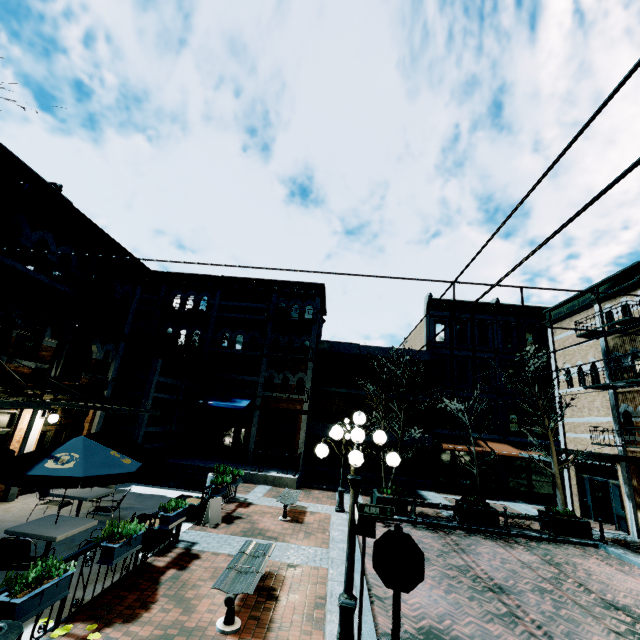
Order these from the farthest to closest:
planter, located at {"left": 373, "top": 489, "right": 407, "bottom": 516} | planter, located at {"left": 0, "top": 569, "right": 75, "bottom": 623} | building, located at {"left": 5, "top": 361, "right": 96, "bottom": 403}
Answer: planter, located at {"left": 373, "top": 489, "right": 407, "bottom": 516} < building, located at {"left": 5, "top": 361, "right": 96, "bottom": 403} < planter, located at {"left": 0, "top": 569, "right": 75, "bottom": 623}

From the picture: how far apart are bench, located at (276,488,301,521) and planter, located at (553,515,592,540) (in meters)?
10.45

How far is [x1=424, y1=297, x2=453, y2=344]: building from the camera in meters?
24.6 m

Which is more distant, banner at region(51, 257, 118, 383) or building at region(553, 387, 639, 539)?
building at region(553, 387, 639, 539)

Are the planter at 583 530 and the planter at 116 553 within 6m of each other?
no

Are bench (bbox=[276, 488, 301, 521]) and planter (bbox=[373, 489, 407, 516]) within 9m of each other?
yes

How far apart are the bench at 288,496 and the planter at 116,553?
5.8m

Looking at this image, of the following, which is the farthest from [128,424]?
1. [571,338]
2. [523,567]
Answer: [571,338]
